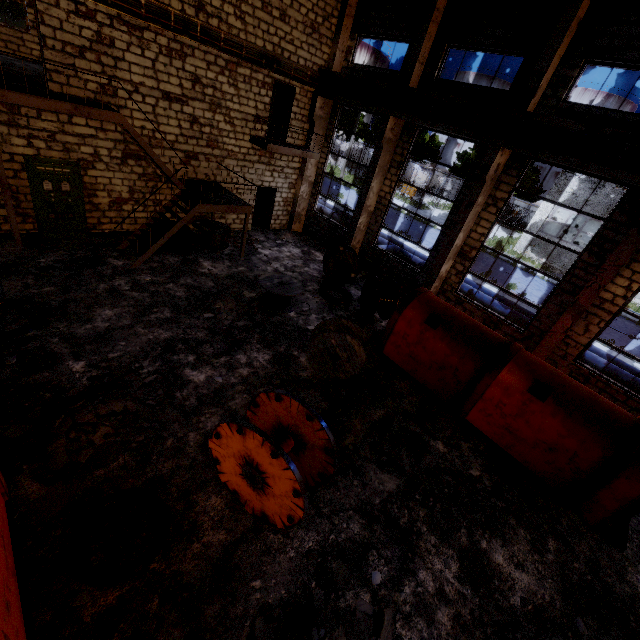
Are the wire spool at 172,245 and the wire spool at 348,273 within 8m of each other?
yes

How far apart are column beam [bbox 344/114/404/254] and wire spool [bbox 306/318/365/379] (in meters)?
7.36

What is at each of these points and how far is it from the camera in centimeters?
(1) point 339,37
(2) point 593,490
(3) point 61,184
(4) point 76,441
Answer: (1) column beam, 1377cm
(2) cable machine, 681cm
(3) power box, 1027cm
(4) concrete debris, 555cm

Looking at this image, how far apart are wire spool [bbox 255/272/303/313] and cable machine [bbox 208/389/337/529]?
5.0m

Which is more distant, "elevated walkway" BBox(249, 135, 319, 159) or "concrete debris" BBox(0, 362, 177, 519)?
"elevated walkway" BBox(249, 135, 319, 159)

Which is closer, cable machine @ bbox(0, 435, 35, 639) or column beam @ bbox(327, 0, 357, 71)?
cable machine @ bbox(0, 435, 35, 639)

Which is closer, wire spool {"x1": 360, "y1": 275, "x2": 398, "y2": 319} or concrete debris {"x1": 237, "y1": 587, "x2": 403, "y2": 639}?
concrete debris {"x1": 237, "y1": 587, "x2": 403, "y2": 639}

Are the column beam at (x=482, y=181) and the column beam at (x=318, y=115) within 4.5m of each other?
no
